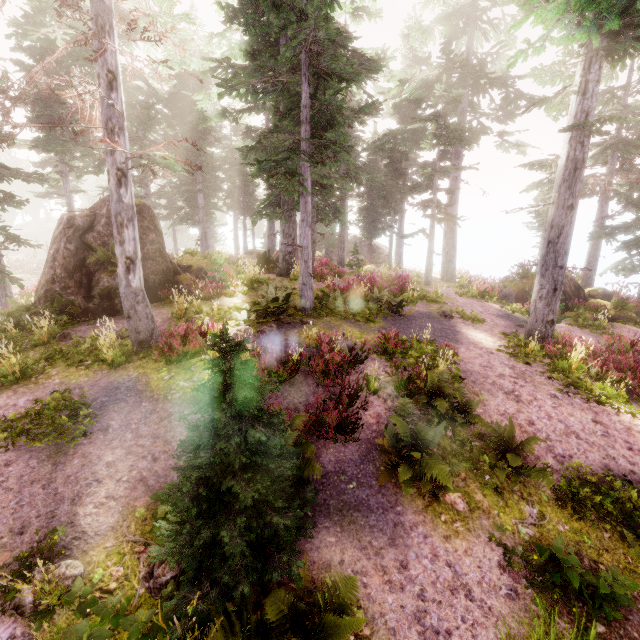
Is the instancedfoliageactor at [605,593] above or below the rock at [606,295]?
below

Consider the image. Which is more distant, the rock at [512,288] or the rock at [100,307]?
the rock at [512,288]

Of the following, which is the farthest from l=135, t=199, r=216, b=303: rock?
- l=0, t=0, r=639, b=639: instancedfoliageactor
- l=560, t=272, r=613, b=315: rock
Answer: l=560, t=272, r=613, b=315: rock

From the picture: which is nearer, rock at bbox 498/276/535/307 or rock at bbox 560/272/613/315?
rock at bbox 560/272/613/315

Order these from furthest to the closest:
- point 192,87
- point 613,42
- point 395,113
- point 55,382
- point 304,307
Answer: point 395,113
point 192,87
point 304,307
point 613,42
point 55,382

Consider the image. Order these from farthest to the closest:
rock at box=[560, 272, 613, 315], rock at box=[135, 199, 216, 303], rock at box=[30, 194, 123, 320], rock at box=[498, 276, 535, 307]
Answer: rock at box=[498, 276, 535, 307] < rock at box=[560, 272, 613, 315] < rock at box=[135, 199, 216, 303] < rock at box=[30, 194, 123, 320]

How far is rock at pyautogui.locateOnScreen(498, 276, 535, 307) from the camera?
18.42m
